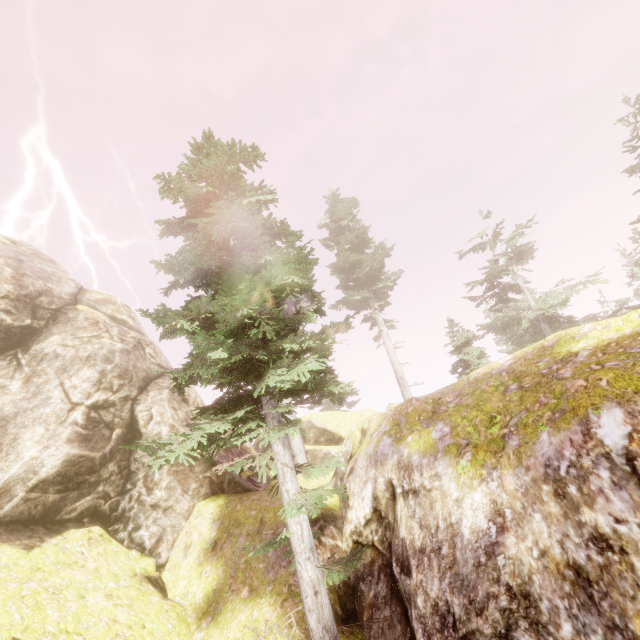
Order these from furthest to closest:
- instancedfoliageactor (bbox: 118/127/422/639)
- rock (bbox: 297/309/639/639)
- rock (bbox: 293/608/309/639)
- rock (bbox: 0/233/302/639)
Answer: rock (bbox: 0/233/302/639), rock (bbox: 293/608/309/639), instancedfoliageactor (bbox: 118/127/422/639), rock (bbox: 297/309/639/639)

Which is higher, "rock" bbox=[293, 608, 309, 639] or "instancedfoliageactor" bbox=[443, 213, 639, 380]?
"instancedfoliageactor" bbox=[443, 213, 639, 380]

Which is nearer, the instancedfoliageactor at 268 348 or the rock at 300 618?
the instancedfoliageactor at 268 348

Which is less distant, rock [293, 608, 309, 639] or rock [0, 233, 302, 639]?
rock [293, 608, 309, 639]

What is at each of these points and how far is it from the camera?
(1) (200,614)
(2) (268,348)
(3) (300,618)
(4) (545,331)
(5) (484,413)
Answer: (1) rock, 8.9 meters
(2) instancedfoliageactor, 6.7 meters
(3) rock, 7.8 meters
(4) instancedfoliageactor, 24.2 meters
(5) rock, 7.9 meters

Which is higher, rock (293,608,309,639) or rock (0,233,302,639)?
rock (0,233,302,639)

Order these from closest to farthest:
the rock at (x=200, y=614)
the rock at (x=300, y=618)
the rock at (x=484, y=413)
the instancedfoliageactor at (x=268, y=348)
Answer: the rock at (x=484, y=413)
the instancedfoliageactor at (x=268, y=348)
the rock at (x=300, y=618)
the rock at (x=200, y=614)
